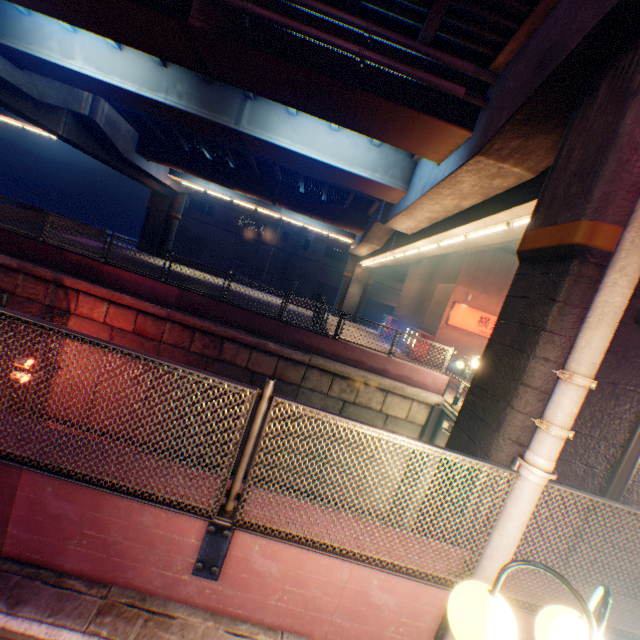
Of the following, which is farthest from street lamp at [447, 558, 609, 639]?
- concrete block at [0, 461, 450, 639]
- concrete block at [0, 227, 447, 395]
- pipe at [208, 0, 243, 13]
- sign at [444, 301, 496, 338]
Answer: sign at [444, 301, 496, 338]

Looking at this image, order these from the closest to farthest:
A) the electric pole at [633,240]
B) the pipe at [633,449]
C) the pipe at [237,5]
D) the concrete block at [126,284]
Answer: the electric pole at [633,240]
the pipe at [633,449]
the pipe at [237,5]
the concrete block at [126,284]

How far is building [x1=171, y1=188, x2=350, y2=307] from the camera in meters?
44.2 m

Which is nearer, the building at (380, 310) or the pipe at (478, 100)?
the pipe at (478, 100)

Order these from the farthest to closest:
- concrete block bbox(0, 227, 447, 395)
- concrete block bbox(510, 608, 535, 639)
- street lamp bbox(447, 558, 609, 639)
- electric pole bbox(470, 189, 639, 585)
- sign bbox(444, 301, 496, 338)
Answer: sign bbox(444, 301, 496, 338)
concrete block bbox(0, 227, 447, 395)
concrete block bbox(510, 608, 535, 639)
electric pole bbox(470, 189, 639, 585)
street lamp bbox(447, 558, 609, 639)

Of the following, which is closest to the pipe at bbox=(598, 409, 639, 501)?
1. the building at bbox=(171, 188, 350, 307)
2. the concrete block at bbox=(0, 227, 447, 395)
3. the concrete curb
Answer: the concrete curb

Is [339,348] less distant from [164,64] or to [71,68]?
[164,64]

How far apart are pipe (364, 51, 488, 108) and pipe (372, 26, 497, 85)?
0.3 meters
